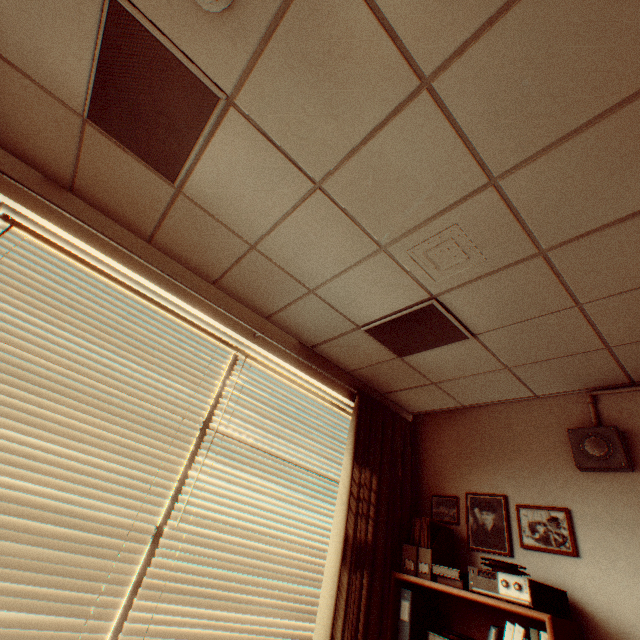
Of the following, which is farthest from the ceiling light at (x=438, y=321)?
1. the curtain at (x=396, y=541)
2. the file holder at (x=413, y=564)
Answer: the file holder at (x=413, y=564)

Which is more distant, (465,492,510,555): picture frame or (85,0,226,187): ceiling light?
(465,492,510,555): picture frame

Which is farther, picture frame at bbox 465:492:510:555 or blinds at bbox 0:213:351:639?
picture frame at bbox 465:492:510:555

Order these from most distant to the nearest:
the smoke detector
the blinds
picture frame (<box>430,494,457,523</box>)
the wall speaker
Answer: picture frame (<box>430,494,457,523</box>) → the wall speaker → the blinds → the smoke detector

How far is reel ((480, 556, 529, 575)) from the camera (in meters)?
2.13

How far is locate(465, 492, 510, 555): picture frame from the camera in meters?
2.6 m

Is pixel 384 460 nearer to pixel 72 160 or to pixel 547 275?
pixel 547 275

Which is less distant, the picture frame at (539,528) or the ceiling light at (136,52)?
the ceiling light at (136,52)
